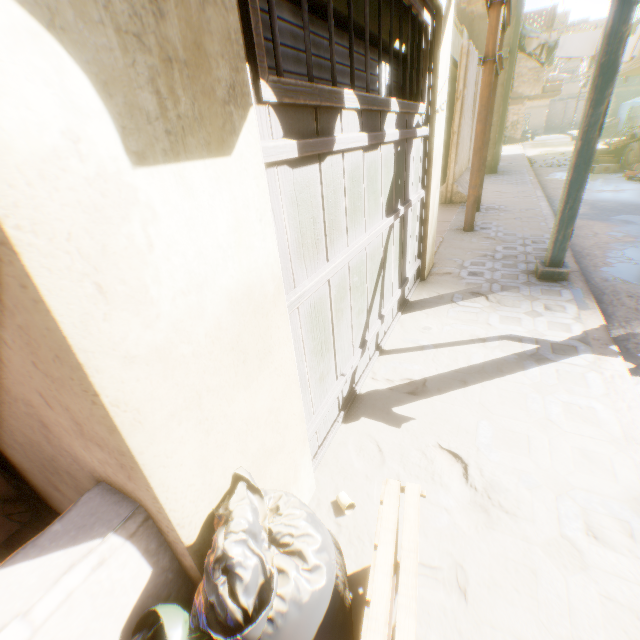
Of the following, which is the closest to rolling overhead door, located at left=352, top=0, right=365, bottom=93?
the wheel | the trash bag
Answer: the trash bag

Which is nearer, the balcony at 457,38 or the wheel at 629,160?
the balcony at 457,38

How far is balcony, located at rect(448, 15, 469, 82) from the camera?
8.4 meters

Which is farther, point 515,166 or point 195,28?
point 515,166

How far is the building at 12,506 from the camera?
1.9m

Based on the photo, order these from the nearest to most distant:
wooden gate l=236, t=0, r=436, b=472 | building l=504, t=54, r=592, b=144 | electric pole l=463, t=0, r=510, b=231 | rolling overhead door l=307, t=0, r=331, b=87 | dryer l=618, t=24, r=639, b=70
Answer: wooden gate l=236, t=0, r=436, b=472, rolling overhead door l=307, t=0, r=331, b=87, electric pole l=463, t=0, r=510, b=231, dryer l=618, t=24, r=639, b=70, building l=504, t=54, r=592, b=144

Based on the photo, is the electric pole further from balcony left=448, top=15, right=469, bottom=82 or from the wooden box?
the wooden box

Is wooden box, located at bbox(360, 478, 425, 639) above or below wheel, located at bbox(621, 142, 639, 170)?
above
